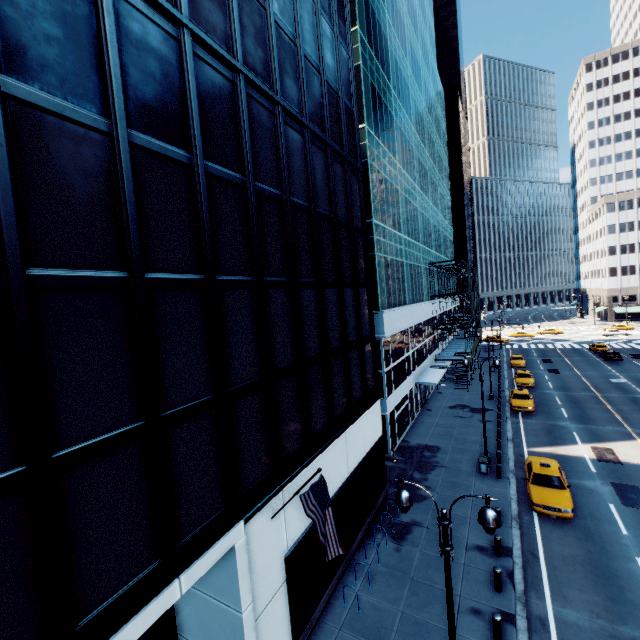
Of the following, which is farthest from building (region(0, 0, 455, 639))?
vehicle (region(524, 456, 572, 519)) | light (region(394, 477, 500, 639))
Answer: vehicle (region(524, 456, 572, 519))

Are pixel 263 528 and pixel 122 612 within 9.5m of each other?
yes

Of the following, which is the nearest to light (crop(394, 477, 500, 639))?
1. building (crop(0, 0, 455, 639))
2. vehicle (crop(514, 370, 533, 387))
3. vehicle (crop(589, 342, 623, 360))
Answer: building (crop(0, 0, 455, 639))

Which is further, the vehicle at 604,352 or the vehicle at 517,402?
the vehicle at 604,352

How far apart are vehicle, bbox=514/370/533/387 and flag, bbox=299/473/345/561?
36.4m

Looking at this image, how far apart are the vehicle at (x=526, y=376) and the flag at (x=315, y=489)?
36.4 meters

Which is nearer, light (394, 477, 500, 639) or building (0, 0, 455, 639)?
building (0, 0, 455, 639)

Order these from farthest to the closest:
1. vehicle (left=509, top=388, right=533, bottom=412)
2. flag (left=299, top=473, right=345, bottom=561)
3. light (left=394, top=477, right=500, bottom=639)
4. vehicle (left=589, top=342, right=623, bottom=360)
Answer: vehicle (left=589, top=342, right=623, bottom=360) → vehicle (left=509, top=388, right=533, bottom=412) → flag (left=299, top=473, right=345, bottom=561) → light (left=394, top=477, right=500, bottom=639)
